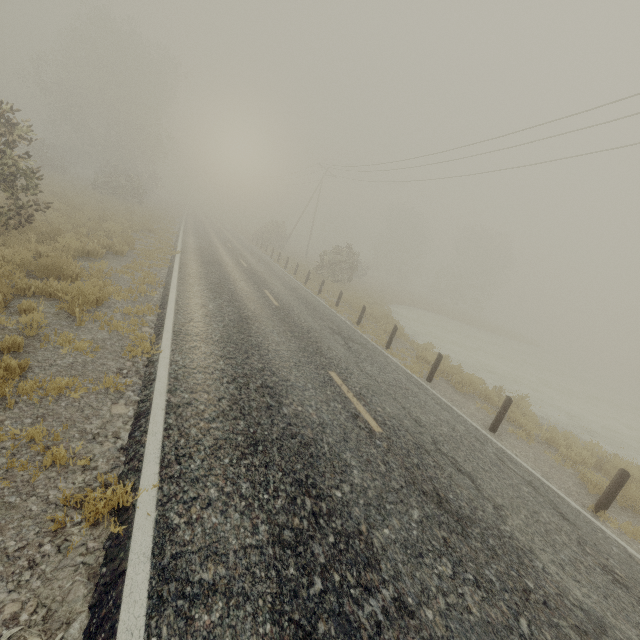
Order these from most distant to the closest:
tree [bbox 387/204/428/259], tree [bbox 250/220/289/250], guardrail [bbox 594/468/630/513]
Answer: tree [bbox 387/204/428/259] → tree [bbox 250/220/289/250] → guardrail [bbox 594/468/630/513]

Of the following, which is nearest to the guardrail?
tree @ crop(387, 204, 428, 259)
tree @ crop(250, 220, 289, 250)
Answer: tree @ crop(250, 220, 289, 250)

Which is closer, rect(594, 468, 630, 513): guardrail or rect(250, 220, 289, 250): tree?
rect(594, 468, 630, 513): guardrail

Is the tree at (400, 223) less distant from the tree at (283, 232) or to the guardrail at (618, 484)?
the tree at (283, 232)

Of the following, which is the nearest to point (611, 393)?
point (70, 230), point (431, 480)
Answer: point (431, 480)

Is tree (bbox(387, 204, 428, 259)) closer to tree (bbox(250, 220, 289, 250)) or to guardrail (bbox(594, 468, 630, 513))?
tree (bbox(250, 220, 289, 250))

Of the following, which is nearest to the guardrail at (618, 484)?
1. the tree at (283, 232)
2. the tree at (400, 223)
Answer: the tree at (283, 232)

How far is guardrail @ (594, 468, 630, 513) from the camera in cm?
602
